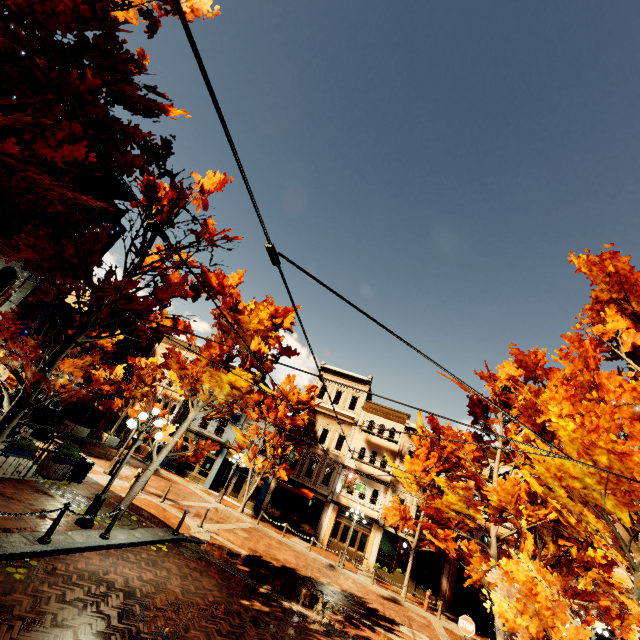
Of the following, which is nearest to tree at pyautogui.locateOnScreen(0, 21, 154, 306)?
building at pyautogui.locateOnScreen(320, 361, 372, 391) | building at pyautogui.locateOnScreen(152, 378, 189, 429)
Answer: building at pyautogui.locateOnScreen(320, 361, 372, 391)

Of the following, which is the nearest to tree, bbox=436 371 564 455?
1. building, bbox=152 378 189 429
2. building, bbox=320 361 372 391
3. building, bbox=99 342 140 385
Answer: building, bbox=320 361 372 391

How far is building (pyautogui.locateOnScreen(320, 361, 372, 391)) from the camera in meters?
30.9

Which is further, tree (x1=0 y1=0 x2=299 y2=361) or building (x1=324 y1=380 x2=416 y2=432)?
building (x1=324 y1=380 x2=416 y2=432)

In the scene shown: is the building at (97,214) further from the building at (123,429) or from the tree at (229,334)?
the building at (123,429)

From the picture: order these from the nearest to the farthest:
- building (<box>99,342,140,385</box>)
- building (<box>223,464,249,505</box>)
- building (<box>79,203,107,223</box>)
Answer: building (<box>79,203,107,223</box>), building (<box>223,464,249,505</box>), building (<box>99,342,140,385</box>)

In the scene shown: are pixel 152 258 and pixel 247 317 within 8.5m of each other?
yes

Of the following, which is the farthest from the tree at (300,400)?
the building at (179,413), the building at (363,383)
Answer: the building at (179,413)
